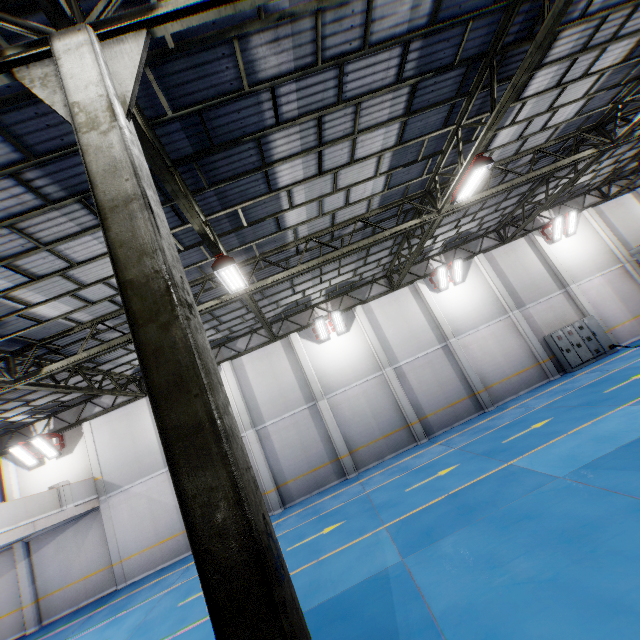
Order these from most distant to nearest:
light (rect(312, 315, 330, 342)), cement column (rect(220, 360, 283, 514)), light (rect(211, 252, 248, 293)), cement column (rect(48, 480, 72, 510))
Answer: light (rect(312, 315, 330, 342)) → cement column (rect(220, 360, 283, 514)) → cement column (rect(48, 480, 72, 510)) → light (rect(211, 252, 248, 293))

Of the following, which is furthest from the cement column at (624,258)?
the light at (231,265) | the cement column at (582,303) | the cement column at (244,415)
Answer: the cement column at (244,415)

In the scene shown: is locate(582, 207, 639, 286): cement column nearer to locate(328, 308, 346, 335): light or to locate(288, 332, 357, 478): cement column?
locate(328, 308, 346, 335): light

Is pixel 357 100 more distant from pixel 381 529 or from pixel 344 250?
pixel 381 529

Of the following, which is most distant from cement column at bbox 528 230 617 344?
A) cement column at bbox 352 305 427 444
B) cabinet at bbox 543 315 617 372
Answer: cement column at bbox 352 305 427 444

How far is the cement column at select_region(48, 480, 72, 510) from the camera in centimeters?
1396cm

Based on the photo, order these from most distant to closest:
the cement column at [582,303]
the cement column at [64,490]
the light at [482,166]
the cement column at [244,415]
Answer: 1. the cement column at [582,303]
2. the cement column at [244,415]
3. the cement column at [64,490]
4. the light at [482,166]

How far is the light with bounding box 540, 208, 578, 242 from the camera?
18.9m
